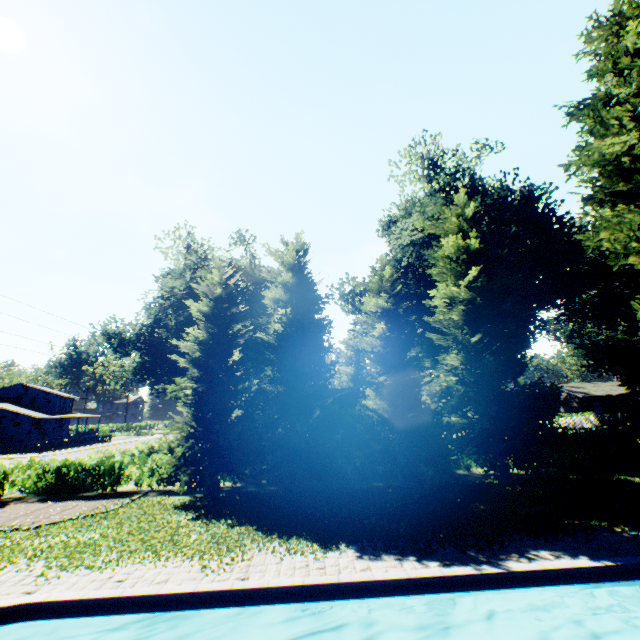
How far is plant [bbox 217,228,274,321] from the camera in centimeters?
3519cm

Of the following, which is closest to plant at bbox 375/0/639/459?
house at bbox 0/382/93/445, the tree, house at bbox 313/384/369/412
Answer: house at bbox 0/382/93/445

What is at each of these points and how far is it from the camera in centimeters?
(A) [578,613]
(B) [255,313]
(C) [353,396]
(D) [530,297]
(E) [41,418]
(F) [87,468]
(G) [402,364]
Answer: (A) swimming pool, 755cm
(B) plant, 3391cm
(C) house, 2567cm
(D) plant, 3198cm
(E) house, 5016cm
(F) hedge, 1742cm
(G) tree, 1672cm

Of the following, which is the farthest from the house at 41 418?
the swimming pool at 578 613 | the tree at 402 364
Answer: the swimming pool at 578 613

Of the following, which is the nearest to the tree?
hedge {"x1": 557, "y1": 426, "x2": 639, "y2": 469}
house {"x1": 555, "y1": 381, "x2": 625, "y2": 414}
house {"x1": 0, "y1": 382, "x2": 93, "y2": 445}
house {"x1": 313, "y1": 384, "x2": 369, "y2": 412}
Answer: hedge {"x1": 557, "y1": 426, "x2": 639, "y2": 469}

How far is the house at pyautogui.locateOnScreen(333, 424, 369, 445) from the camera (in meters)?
24.75

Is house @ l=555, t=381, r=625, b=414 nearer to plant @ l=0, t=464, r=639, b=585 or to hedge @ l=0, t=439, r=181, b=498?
plant @ l=0, t=464, r=639, b=585

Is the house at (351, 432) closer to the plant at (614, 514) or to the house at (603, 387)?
the plant at (614, 514)
